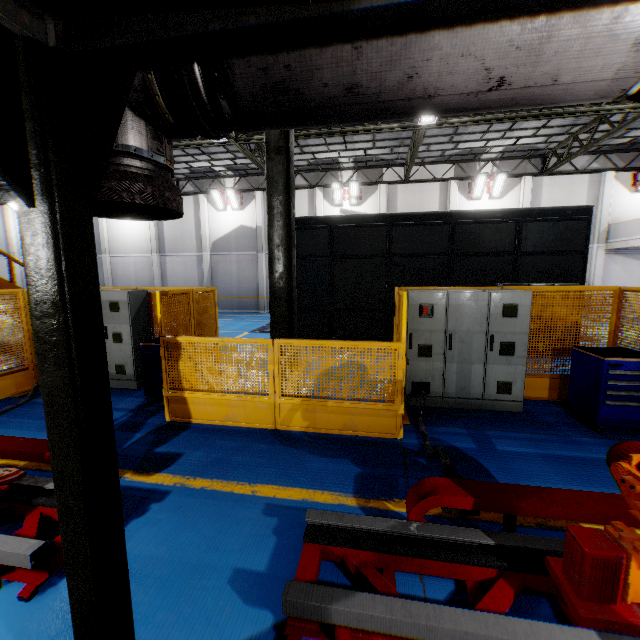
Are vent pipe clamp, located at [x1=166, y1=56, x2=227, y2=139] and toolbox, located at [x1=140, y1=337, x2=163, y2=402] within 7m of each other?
yes

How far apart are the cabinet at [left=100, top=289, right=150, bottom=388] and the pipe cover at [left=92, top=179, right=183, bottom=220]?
5.7m

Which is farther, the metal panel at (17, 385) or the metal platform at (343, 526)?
the metal panel at (17, 385)

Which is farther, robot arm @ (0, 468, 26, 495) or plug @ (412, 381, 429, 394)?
plug @ (412, 381, 429, 394)

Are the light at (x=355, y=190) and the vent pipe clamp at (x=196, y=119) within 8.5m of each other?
no

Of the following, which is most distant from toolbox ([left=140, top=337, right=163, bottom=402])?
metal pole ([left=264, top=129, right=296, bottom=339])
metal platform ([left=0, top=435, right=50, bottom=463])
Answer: metal platform ([left=0, top=435, right=50, bottom=463])

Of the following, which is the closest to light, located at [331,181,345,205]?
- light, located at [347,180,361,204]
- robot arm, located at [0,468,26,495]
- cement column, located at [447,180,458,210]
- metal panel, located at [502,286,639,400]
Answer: light, located at [347,180,361,204]

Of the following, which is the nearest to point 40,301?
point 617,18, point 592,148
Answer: point 617,18
